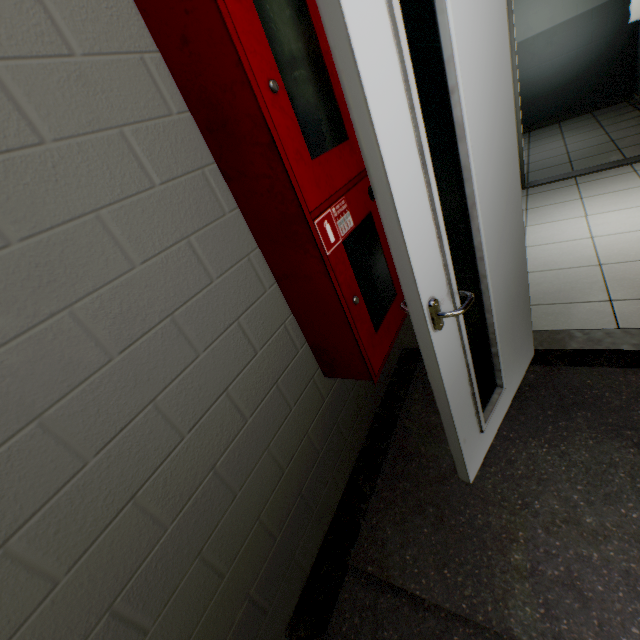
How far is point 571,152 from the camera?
4.77m

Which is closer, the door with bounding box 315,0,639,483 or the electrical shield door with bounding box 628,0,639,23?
the door with bounding box 315,0,639,483

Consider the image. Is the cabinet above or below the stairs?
above

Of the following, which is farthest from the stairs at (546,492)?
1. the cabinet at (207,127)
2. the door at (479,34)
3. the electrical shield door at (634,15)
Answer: the electrical shield door at (634,15)

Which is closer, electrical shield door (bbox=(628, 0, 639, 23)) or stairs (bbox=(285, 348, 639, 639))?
stairs (bbox=(285, 348, 639, 639))

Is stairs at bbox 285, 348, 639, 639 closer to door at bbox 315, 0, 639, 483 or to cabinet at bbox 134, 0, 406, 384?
door at bbox 315, 0, 639, 483

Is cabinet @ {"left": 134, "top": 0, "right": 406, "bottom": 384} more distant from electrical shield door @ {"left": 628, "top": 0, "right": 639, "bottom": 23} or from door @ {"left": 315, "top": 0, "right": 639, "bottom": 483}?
electrical shield door @ {"left": 628, "top": 0, "right": 639, "bottom": 23}

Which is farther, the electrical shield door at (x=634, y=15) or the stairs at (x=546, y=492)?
the electrical shield door at (x=634, y=15)
